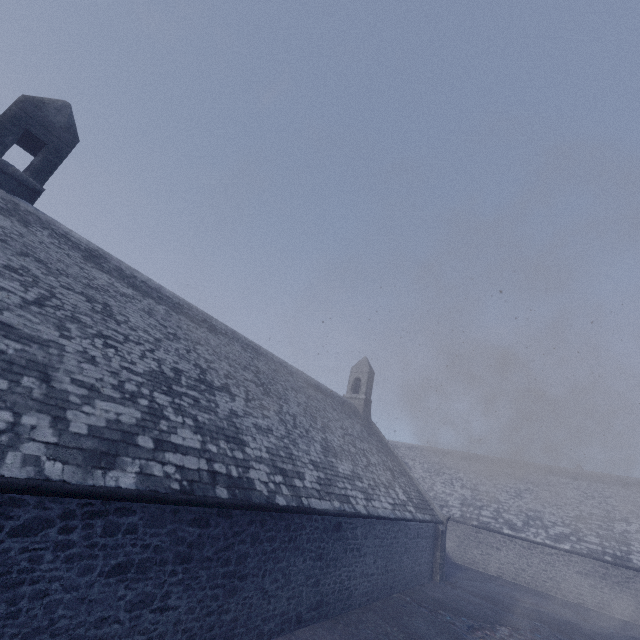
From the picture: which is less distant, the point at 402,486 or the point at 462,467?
the point at 402,486
